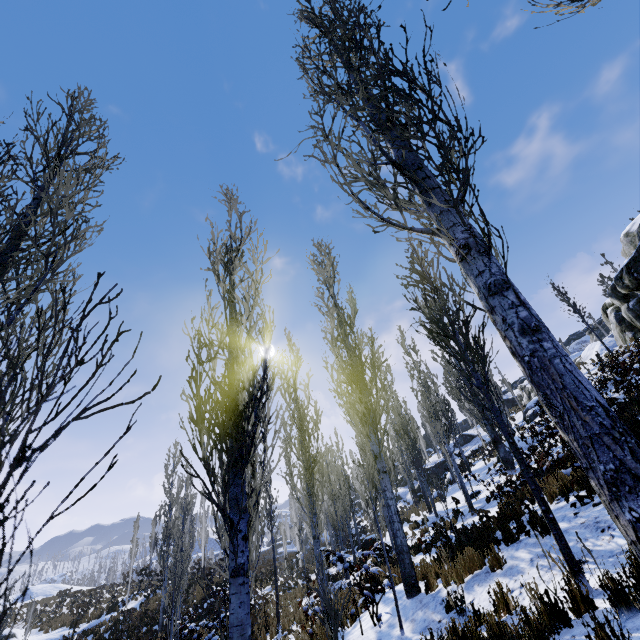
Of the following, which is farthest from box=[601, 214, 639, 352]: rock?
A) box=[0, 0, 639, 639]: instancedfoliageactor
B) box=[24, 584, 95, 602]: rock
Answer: box=[24, 584, 95, 602]: rock

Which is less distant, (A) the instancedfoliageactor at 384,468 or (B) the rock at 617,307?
(A) the instancedfoliageactor at 384,468

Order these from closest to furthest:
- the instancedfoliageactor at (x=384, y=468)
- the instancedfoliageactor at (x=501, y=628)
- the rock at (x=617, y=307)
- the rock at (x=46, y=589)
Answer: the instancedfoliageactor at (x=384, y=468) → the instancedfoliageactor at (x=501, y=628) → the rock at (x=617, y=307) → the rock at (x=46, y=589)

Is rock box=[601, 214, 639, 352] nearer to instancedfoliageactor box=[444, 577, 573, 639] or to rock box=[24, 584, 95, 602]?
instancedfoliageactor box=[444, 577, 573, 639]

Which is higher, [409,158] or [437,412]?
[437,412]

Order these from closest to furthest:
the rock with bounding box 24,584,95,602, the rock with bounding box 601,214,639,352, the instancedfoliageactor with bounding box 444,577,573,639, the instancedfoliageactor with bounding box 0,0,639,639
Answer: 1. the instancedfoliageactor with bounding box 0,0,639,639
2. the instancedfoliageactor with bounding box 444,577,573,639
3. the rock with bounding box 601,214,639,352
4. the rock with bounding box 24,584,95,602

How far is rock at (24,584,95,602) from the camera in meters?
35.8
